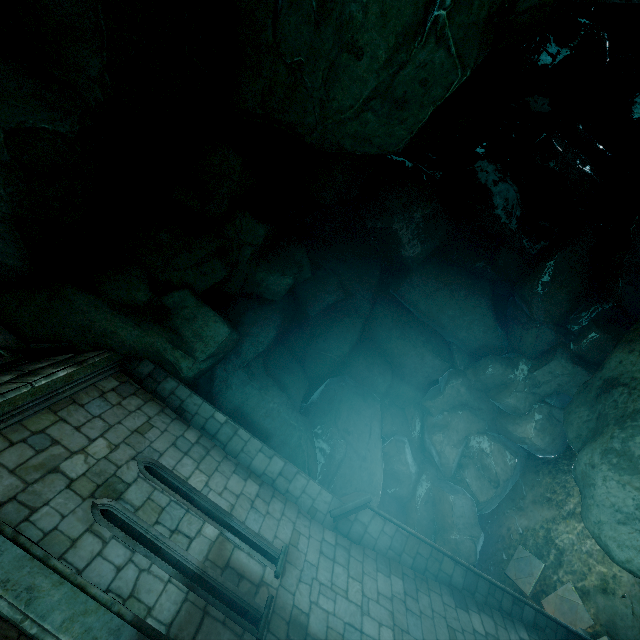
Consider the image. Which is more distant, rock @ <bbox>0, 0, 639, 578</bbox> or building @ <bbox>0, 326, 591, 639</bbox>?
rock @ <bbox>0, 0, 639, 578</bbox>

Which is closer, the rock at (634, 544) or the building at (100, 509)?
the building at (100, 509)

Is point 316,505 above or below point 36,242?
below
